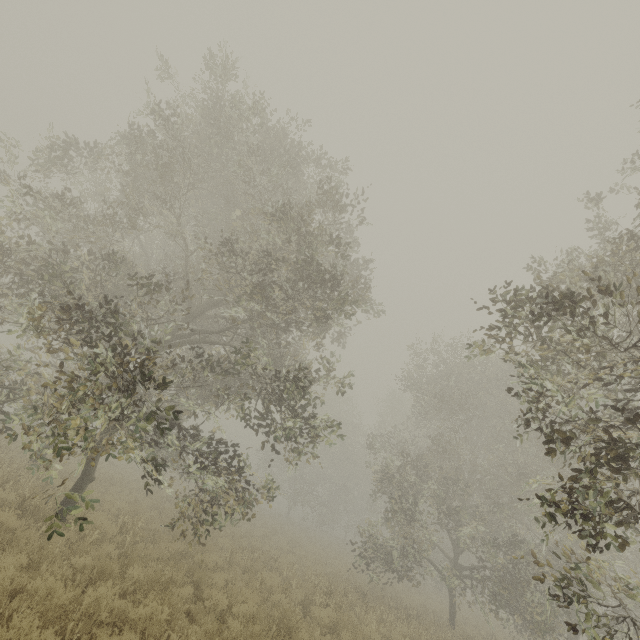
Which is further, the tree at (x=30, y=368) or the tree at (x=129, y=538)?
the tree at (x=129, y=538)

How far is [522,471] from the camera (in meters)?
16.06

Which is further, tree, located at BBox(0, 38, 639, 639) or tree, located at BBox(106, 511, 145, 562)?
tree, located at BBox(106, 511, 145, 562)

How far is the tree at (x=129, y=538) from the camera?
8.62m

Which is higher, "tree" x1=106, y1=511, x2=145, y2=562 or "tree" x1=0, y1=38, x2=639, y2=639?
"tree" x1=0, y1=38, x2=639, y2=639

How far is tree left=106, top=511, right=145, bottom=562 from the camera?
8.6 meters
